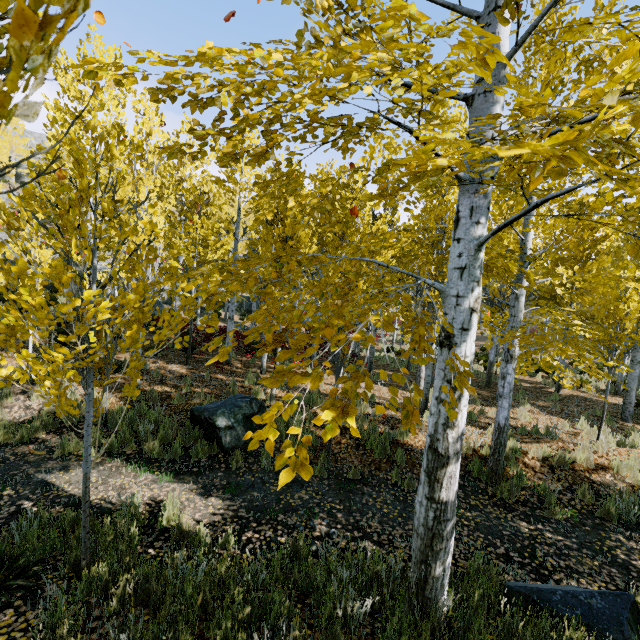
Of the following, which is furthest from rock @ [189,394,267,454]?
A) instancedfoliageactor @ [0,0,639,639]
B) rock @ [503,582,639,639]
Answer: rock @ [503,582,639,639]

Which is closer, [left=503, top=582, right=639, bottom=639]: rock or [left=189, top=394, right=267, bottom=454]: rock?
[left=503, top=582, right=639, bottom=639]: rock

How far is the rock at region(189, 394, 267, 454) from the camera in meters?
6.8 m

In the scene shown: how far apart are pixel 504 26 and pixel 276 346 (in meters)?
2.95

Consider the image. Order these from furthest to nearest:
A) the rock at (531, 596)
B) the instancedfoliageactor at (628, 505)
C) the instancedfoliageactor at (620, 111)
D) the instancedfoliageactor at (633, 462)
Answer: the instancedfoliageactor at (633, 462) < the instancedfoliageactor at (628, 505) < the rock at (531, 596) < the instancedfoliageactor at (620, 111)

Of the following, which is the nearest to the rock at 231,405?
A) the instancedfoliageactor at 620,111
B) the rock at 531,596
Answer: the instancedfoliageactor at 620,111

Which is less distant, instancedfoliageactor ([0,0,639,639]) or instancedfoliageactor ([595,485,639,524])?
instancedfoliageactor ([0,0,639,639])
